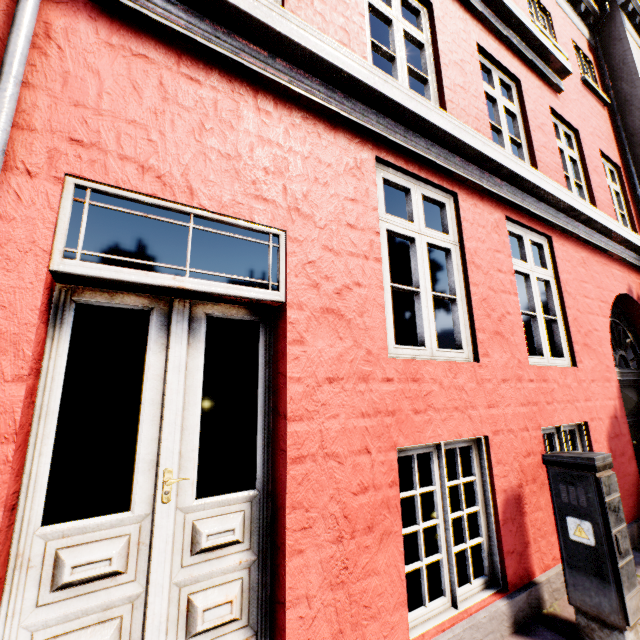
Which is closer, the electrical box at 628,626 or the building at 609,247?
the building at 609,247

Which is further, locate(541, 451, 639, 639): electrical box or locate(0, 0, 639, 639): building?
locate(541, 451, 639, 639): electrical box

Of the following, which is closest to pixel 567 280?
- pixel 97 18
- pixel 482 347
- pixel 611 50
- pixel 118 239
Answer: pixel 482 347
